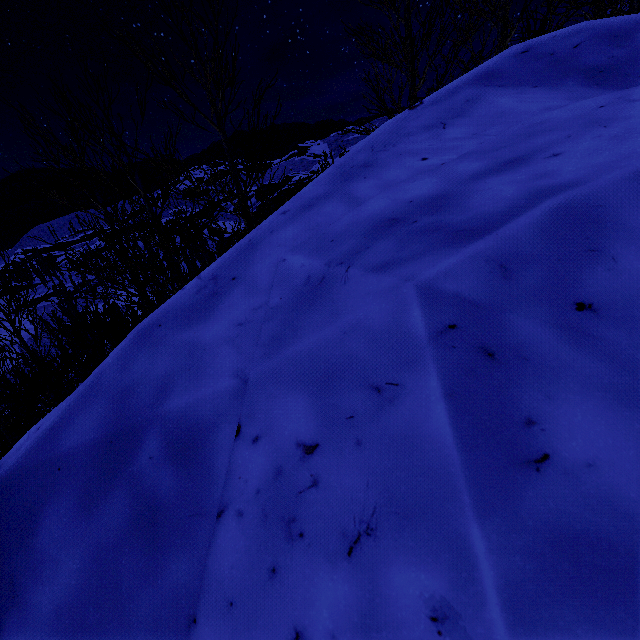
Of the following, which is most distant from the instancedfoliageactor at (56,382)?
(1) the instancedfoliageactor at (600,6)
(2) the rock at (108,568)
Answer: (1) the instancedfoliageactor at (600,6)

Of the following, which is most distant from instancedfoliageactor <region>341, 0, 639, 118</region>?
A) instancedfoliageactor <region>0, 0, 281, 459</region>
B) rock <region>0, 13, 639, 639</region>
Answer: instancedfoliageactor <region>0, 0, 281, 459</region>

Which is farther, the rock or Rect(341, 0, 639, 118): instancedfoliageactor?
Rect(341, 0, 639, 118): instancedfoliageactor

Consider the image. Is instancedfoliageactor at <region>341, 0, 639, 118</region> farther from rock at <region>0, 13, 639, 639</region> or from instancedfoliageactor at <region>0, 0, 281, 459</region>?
instancedfoliageactor at <region>0, 0, 281, 459</region>

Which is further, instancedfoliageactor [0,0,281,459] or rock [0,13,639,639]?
instancedfoliageactor [0,0,281,459]

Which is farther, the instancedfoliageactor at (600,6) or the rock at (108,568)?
the instancedfoliageactor at (600,6)

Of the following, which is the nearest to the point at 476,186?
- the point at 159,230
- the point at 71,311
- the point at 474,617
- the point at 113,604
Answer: the point at 474,617
